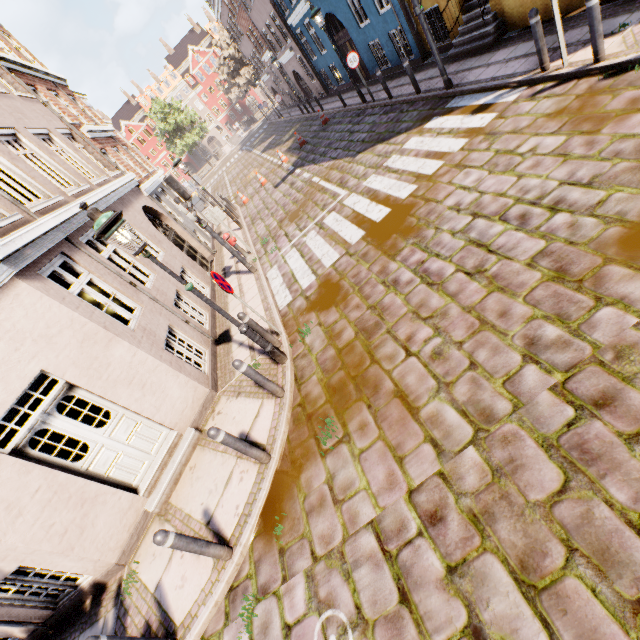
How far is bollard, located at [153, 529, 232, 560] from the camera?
3.71m

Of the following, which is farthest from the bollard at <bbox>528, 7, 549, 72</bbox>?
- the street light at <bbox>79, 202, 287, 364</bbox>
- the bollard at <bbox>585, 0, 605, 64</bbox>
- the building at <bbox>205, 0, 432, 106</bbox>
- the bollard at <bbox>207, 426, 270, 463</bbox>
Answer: the bollard at <bbox>207, 426, 270, 463</bbox>

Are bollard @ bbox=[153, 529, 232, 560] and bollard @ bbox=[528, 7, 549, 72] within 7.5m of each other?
no

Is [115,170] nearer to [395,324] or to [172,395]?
[172,395]

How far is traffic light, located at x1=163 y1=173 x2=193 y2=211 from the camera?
8.3 meters

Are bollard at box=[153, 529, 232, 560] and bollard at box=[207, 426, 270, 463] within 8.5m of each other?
yes

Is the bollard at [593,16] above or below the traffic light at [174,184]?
below

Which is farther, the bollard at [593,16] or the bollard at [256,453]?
the bollard at [593,16]
